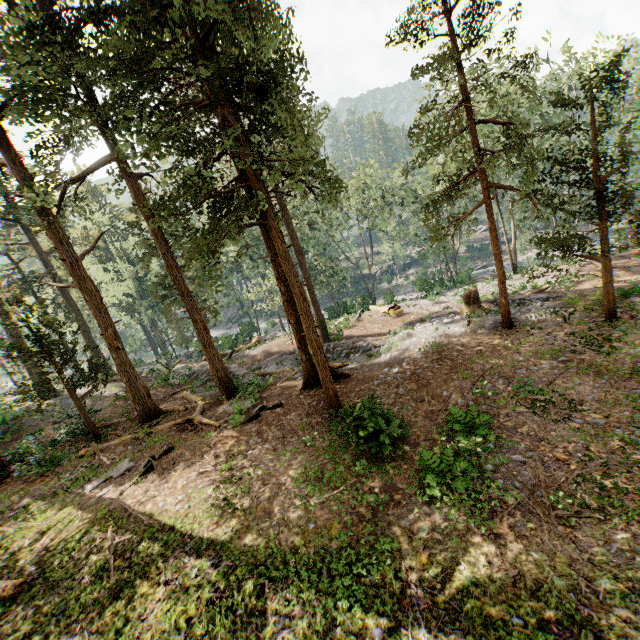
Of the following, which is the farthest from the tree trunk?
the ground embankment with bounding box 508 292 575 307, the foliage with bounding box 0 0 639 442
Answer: the ground embankment with bounding box 508 292 575 307

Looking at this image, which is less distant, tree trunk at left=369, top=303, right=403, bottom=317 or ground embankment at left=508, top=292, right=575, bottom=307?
ground embankment at left=508, top=292, right=575, bottom=307

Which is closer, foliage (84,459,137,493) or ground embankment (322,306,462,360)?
foliage (84,459,137,493)

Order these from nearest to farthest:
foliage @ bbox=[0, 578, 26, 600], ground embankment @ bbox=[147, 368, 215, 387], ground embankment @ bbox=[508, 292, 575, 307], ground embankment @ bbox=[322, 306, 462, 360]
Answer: foliage @ bbox=[0, 578, 26, 600]
ground embankment @ bbox=[508, 292, 575, 307]
ground embankment @ bbox=[322, 306, 462, 360]
ground embankment @ bbox=[147, 368, 215, 387]

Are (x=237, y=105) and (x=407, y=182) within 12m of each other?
no

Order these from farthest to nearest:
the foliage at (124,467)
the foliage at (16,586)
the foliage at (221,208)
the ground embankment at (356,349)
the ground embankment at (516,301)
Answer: the ground embankment at (356,349) → the ground embankment at (516,301) → the foliage at (124,467) → the foliage at (221,208) → the foliage at (16,586)

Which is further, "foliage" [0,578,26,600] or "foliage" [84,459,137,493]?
"foliage" [84,459,137,493]

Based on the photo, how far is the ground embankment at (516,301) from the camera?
19.29m
